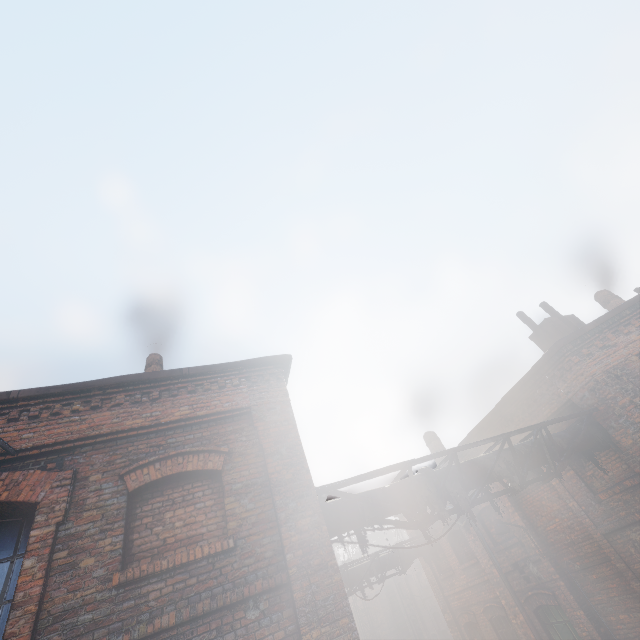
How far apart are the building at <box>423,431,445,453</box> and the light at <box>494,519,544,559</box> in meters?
5.4 m

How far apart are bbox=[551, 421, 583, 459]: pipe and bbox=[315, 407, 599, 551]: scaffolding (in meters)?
0.01

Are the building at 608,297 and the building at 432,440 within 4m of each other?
no

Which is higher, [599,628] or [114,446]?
[114,446]

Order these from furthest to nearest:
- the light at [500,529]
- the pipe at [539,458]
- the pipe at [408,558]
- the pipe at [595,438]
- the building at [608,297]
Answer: the pipe at [408,558], the building at [608,297], the light at [500,529], the pipe at [595,438], the pipe at [539,458]

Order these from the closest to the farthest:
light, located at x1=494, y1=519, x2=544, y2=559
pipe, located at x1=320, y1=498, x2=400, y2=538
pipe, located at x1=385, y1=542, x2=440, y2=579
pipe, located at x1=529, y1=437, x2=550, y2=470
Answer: pipe, located at x1=320, y1=498, x2=400, y2=538 → pipe, located at x1=529, y1=437, x2=550, y2=470 → light, located at x1=494, y1=519, x2=544, y2=559 → pipe, located at x1=385, y1=542, x2=440, y2=579

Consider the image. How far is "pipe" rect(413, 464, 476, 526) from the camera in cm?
577
